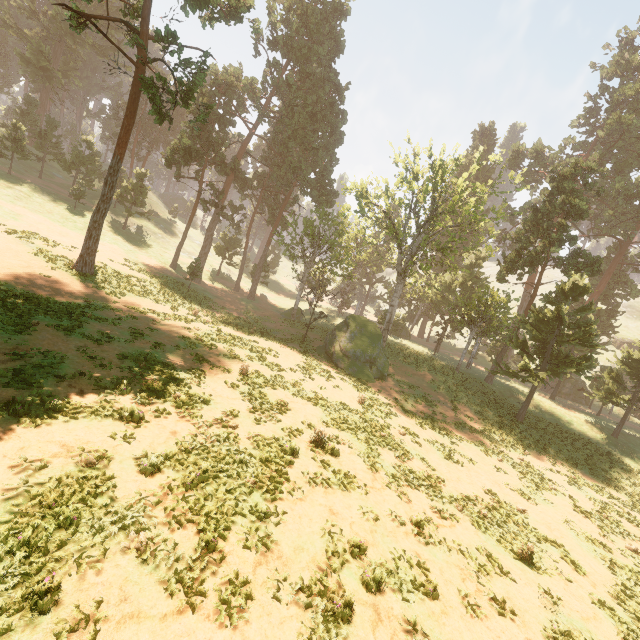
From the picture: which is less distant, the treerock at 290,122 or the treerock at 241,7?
the treerock at 241,7

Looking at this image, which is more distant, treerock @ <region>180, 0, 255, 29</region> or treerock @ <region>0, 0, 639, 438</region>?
treerock @ <region>0, 0, 639, 438</region>

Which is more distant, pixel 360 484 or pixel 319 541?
pixel 360 484
